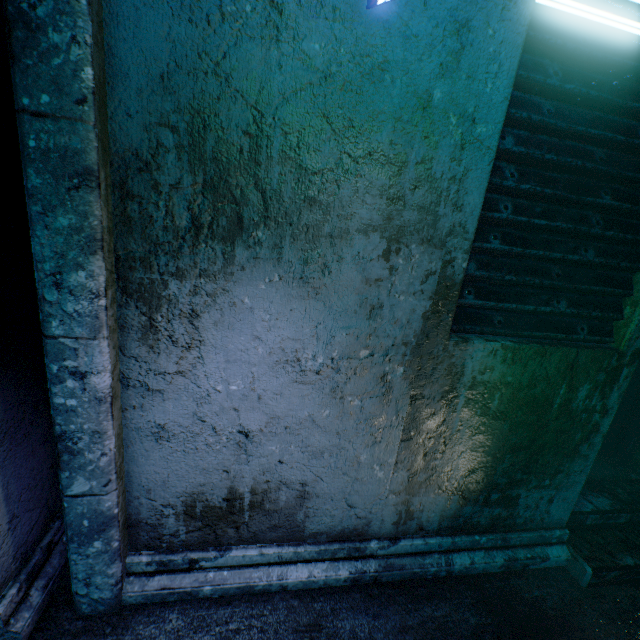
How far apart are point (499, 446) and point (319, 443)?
0.9 meters
